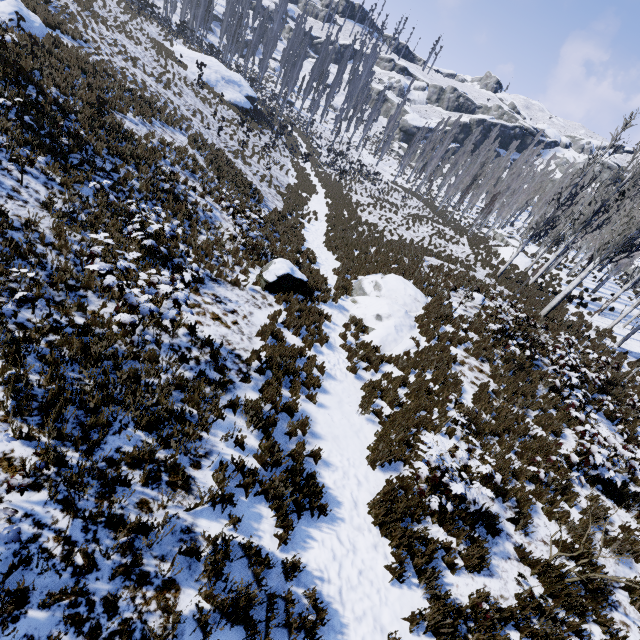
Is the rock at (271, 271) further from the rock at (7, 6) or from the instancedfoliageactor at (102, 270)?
the rock at (7, 6)

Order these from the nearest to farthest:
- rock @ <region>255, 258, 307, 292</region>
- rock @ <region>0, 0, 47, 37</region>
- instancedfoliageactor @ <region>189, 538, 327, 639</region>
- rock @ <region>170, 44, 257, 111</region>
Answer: instancedfoliageactor @ <region>189, 538, 327, 639</region>, rock @ <region>255, 258, 307, 292</region>, rock @ <region>0, 0, 47, 37</region>, rock @ <region>170, 44, 257, 111</region>

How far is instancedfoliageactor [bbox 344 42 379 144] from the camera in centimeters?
5326cm

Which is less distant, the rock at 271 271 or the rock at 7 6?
the rock at 271 271

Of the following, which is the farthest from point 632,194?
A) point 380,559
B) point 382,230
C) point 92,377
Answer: point 92,377

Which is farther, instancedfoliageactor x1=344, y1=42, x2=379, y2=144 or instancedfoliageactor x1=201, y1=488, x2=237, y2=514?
instancedfoliageactor x1=344, y1=42, x2=379, y2=144

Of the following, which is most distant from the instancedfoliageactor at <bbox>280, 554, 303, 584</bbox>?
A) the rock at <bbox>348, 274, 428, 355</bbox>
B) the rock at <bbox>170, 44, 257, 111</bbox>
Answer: the rock at <bbox>348, 274, 428, 355</bbox>
